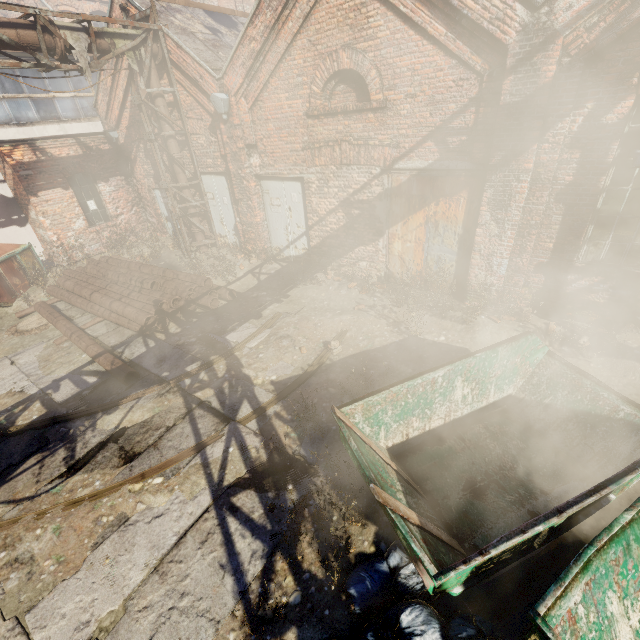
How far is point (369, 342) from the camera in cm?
673

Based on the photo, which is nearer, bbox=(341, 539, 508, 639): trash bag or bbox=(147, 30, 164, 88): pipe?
bbox=(341, 539, 508, 639): trash bag

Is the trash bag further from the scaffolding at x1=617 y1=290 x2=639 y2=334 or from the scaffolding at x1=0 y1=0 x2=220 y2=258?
the scaffolding at x1=0 y1=0 x2=220 y2=258

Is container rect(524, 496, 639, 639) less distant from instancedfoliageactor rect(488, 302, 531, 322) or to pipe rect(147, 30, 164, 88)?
pipe rect(147, 30, 164, 88)

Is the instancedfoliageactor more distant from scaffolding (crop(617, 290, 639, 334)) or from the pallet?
the pallet

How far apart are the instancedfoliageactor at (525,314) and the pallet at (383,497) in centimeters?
458cm

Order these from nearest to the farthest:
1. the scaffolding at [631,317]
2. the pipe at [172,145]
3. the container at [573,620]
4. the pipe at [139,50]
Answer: the container at [573,620] < the scaffolding at [631,317] < the pipe at [139,50] < the pipe at [172,145]

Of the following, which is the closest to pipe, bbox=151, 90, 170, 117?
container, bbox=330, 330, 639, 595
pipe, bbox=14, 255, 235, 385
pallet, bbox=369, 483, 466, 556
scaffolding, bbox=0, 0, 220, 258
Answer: scaffolding, bbox=0, 0, 220, 258
